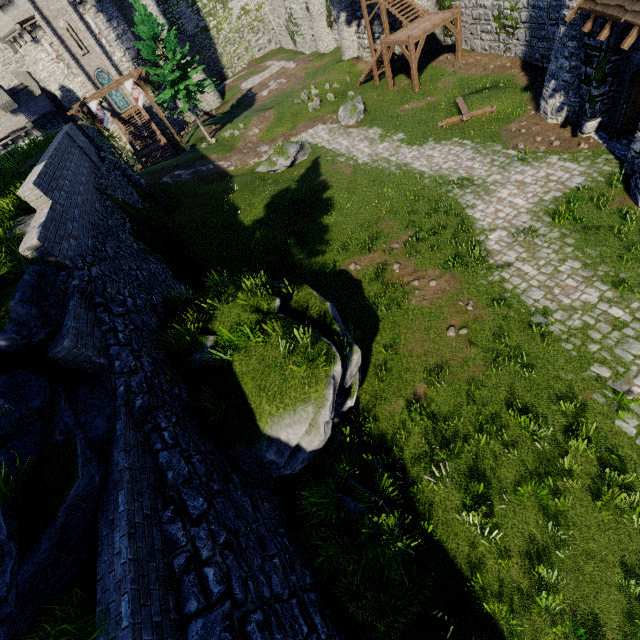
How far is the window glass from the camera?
36.3m

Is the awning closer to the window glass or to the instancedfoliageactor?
the instancedfoliageactor

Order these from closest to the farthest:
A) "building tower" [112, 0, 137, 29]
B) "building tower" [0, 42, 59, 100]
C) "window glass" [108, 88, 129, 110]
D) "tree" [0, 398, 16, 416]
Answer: "tree" [0, 398, 16, 416] → "building tower" [0, 42, 59, 100] → "building tower" [112, 0, 137, 29] → "window glass" [108, 88, 129, 110]

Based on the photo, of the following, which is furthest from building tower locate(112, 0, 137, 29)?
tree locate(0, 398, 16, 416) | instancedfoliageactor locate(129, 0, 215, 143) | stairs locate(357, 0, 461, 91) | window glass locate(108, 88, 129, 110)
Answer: tree locate(0, 398, 16, 416)

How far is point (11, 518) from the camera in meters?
4.2

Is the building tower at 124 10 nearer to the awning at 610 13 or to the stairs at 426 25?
the stairs at 426 25

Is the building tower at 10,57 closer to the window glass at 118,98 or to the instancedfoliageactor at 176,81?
the window glass at 118,98

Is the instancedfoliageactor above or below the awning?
above
